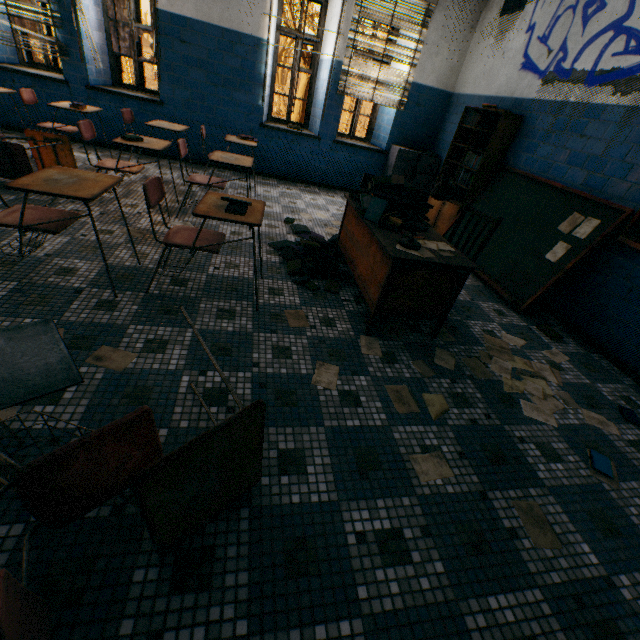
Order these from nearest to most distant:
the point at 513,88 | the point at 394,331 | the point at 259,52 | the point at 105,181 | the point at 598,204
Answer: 1. the point at 105,181
2. the point at 394,331
3. the point at 598,204
4. the point at 513,88
5. the point at 259,52

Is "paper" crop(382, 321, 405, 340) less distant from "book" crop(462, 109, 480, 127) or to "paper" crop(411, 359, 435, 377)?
"paper" crop(411, 359, 435, 377)

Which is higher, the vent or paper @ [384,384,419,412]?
the vent

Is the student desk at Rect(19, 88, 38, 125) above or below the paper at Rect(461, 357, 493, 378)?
above

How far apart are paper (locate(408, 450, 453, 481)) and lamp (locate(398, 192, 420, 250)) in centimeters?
138cm

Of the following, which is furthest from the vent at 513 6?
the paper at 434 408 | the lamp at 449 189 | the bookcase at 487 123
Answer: the paper at 434 408

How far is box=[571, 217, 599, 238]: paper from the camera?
3.20m

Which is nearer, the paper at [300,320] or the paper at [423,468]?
the paper at [423,468]
